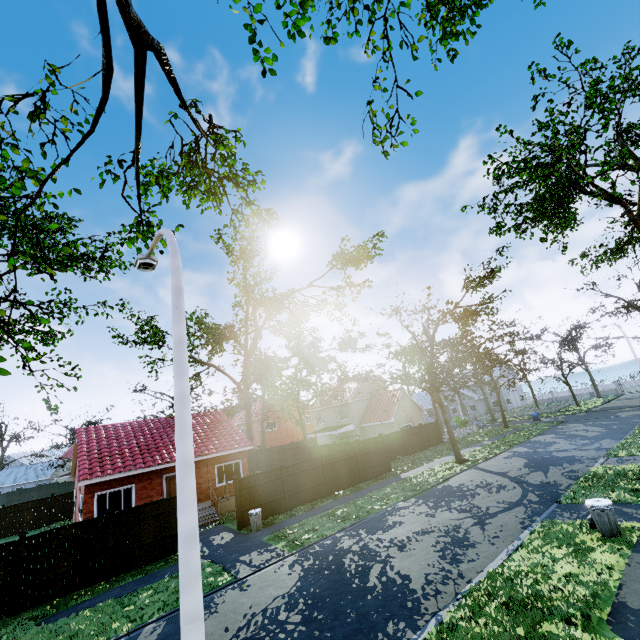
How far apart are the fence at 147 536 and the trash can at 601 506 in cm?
1600

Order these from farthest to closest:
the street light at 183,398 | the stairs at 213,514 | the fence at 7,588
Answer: the stairs at 213,514 < the fence at 7,588 < the street light at 183,398

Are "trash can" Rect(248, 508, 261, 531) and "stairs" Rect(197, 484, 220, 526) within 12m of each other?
yes

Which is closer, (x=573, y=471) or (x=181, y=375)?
(x=181, y=375)

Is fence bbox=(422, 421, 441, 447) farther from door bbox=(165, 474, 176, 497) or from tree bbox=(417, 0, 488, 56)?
door bbox=(165, 474, 176, 497)

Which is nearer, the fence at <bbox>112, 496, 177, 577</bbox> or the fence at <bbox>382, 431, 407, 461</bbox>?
the fence at <bbox>112, 496, 177, 577</bbox>

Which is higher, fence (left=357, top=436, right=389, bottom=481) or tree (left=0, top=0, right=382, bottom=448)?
tree (left=0, top=0, right=382, bottom=448)

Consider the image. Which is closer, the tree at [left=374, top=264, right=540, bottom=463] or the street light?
the street light
